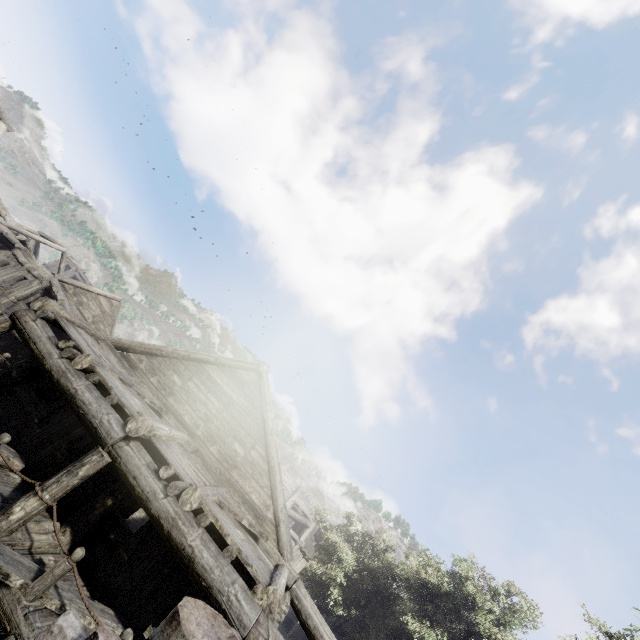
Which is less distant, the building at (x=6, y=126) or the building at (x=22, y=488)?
the building at (x=22, y=488)

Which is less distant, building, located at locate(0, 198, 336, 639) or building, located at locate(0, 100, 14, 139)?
building, located at locate(0, 198, 336, 639)

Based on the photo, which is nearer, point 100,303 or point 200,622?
point 200,622

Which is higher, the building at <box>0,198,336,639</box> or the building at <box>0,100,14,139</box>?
the building at <box>0,100,14,139</box>

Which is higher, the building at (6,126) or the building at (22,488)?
the building at (6,126)
